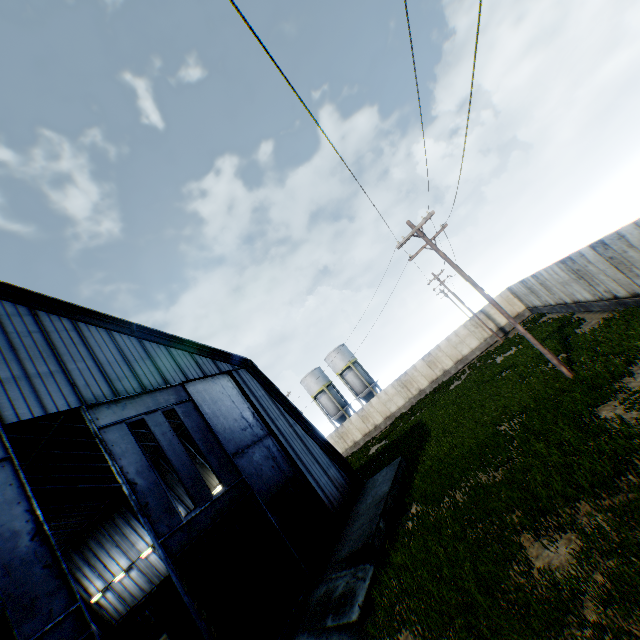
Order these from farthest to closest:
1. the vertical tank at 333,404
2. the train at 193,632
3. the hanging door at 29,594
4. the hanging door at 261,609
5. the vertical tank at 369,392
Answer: the vertical tank at 333,404 → the vertical tank at 369,392 → the train at 193,632 → the hanging door at 261,609 → the hanging door at 29,594

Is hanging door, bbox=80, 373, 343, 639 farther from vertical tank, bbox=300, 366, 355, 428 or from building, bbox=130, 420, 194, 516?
vertical tank, bbox=300, 366, 355, 428

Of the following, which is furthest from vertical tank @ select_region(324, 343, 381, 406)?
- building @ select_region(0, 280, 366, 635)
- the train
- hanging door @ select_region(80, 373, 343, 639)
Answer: hanging door @ select_region(80, 373, 343, 639)

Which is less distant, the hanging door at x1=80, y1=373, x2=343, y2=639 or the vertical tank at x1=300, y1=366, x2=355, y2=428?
the hanging door at x1=80, y1=373, x2=343, y2=639

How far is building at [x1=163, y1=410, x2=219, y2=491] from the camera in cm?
2255

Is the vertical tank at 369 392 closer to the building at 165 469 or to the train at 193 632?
the building at 165 469

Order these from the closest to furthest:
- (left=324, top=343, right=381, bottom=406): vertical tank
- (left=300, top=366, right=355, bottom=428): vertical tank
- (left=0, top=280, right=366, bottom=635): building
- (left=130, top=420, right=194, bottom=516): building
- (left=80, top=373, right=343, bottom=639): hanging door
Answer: (left=80, top=373, right=343, bottom=639): hanging door, (left=0, top=280, right=366, bottom=635): building, (left=130, top=420, right=194, bottom=516): building, (left=324, top=343, right=381, bottom=406): vertical tank, (left=300, top=366, right=355, bottom=428): vertical tank

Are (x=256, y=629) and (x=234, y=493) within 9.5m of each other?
yes
